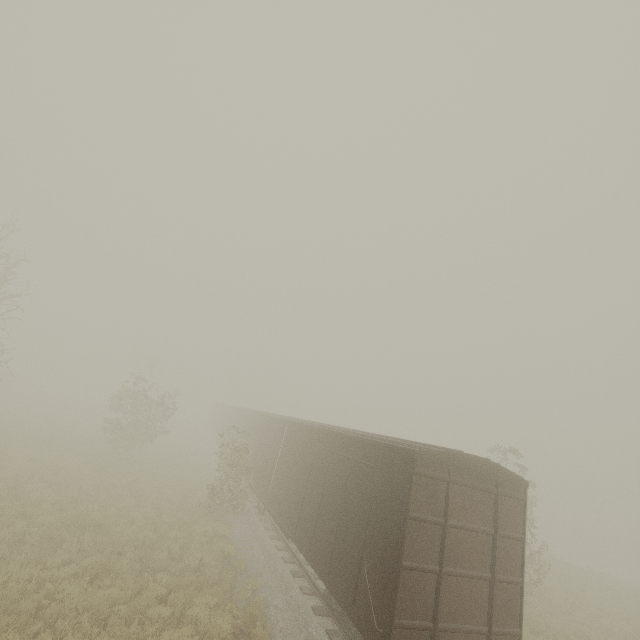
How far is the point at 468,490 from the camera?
7.16m
